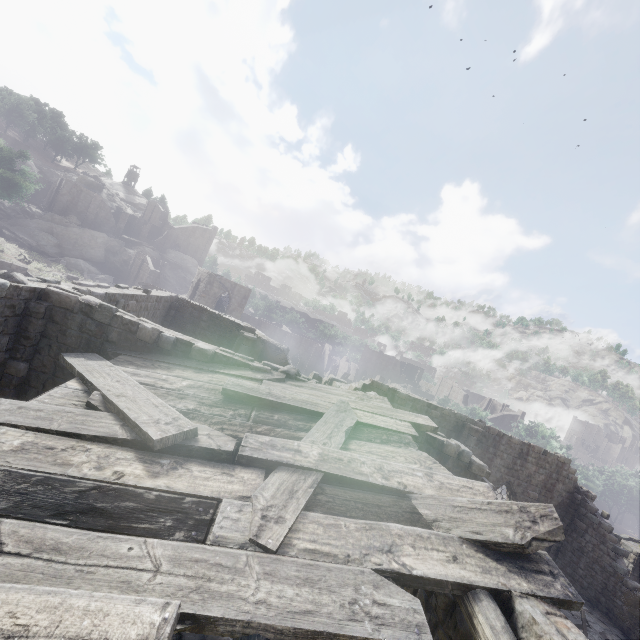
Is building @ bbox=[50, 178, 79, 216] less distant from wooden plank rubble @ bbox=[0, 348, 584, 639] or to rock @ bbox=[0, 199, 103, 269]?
rock @ bbox=[0, 199, 103, 269]

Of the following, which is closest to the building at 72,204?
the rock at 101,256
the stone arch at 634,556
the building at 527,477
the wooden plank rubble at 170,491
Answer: the rock at 101,256

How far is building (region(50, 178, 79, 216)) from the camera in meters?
58.2 m

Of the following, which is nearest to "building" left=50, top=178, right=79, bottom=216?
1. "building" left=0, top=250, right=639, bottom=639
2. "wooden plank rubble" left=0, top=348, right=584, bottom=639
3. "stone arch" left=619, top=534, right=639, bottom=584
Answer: "building" left=0, top=250, right=639, bottom=639

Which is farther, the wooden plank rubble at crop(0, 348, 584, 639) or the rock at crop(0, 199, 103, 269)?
the rock at crop(0, 199, 103, 269)

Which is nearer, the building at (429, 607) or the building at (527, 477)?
the building at (429, 607)

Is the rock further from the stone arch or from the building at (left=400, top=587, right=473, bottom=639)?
the stone arch

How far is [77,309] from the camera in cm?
795
